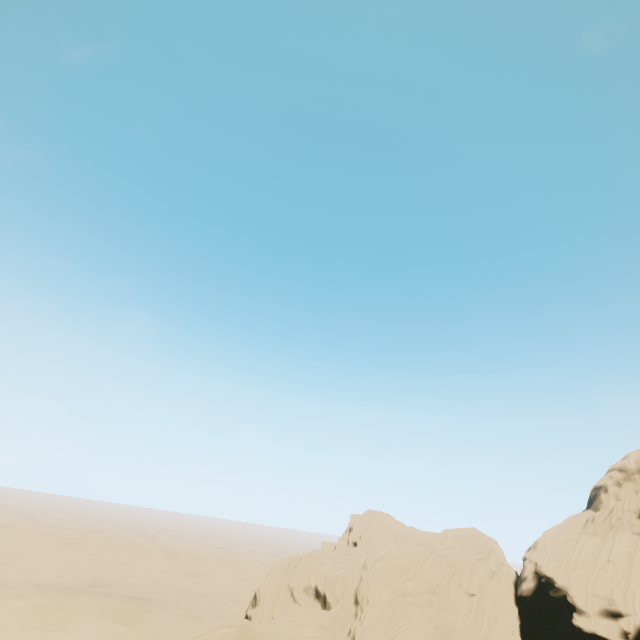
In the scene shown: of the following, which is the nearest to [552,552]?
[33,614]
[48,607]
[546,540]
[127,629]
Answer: [546,540]
